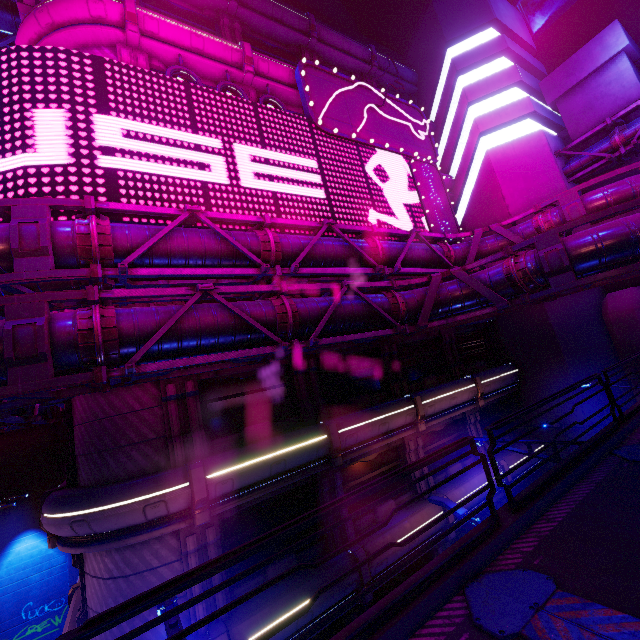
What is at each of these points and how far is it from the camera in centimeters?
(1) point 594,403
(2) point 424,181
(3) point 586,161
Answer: (1) building, 1781cm
(2) sign, 1958cm
(3) pipe, 1889cm

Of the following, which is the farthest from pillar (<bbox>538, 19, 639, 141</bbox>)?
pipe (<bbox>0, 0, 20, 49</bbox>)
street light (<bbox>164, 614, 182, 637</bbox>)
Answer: street light (<bbox>164, 614, 182, 637</bbox>)

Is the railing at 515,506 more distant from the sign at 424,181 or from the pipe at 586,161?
the sign at 424,181

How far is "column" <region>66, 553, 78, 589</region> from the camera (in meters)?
17.38

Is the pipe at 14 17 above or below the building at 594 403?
above

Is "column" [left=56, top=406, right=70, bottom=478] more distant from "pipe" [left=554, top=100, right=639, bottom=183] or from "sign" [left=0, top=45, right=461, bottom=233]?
"pipe" [left=554, top=100, right=639, bottom=183]

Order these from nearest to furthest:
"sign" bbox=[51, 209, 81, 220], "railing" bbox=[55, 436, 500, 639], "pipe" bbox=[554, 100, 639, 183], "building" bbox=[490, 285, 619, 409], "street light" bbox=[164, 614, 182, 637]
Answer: "railing" bbox=[55, 436, 500, 639] < "street light" bbox=[164, 614, 182, 637] < "sign" bbox=[51, 209, 81, 220] < "pipe" bbox=[554, 100, 639, 183] < "building" bbox=[490, 285, 619, 409]

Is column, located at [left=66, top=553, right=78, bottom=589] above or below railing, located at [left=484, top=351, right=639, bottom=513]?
below
